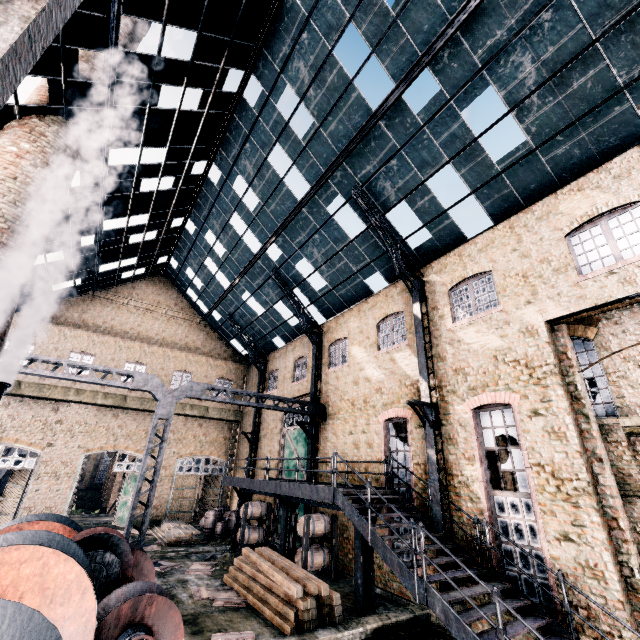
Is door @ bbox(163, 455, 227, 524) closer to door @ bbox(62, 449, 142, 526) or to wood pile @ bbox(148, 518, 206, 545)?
wood pile @ bbox(148, 518, 206, 545)

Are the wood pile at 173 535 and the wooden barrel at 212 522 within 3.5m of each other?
yes

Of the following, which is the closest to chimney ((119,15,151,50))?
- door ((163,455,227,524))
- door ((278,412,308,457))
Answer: door ((278,412,308,457))

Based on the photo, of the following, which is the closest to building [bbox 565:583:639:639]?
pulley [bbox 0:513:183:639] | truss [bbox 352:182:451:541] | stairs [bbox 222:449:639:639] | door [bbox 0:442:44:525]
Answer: door [bbox 0:442:44:525]

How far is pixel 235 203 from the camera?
20.38m

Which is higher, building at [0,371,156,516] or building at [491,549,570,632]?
building at [0,371,156,516]

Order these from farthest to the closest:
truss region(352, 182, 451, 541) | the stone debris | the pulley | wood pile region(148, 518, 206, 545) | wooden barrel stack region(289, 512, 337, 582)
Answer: wood pile region(148, 518, 206, 545), the stone debris, wooden barrel stack region(289, 512, 337, 582), truss region(352, 182, 451, 541), the pulley

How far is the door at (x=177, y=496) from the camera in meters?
25.3 m
